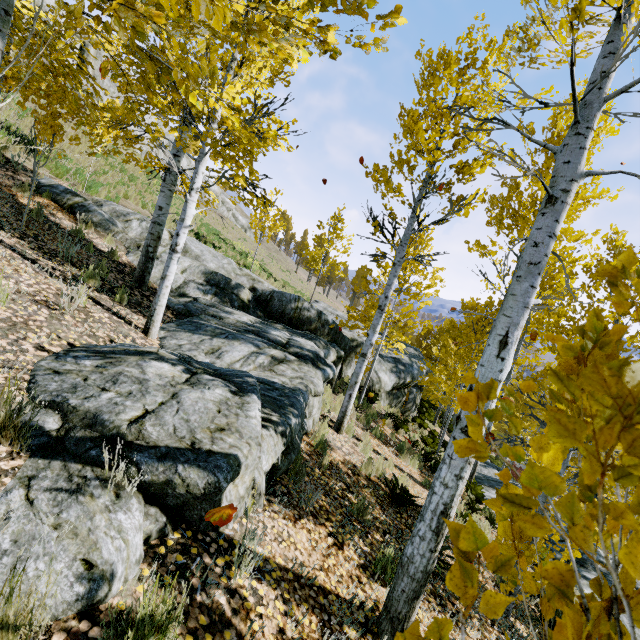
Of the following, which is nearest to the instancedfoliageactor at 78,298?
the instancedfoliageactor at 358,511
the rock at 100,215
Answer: the rock at 100,215

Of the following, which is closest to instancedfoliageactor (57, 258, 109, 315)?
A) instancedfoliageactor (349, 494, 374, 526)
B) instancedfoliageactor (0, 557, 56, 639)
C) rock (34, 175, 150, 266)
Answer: rock (34, 175, 150, 266)

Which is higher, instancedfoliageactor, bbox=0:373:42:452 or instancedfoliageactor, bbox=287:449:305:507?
instancedfoliageactor, bbox=0:373:42:452

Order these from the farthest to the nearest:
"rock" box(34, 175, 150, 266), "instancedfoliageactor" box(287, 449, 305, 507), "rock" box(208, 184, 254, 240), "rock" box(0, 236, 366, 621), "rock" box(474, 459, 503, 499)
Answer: "rock" box(208, 184, 254, 240) < "rock" box(474, 459, 503, 499) < "rock" box(34, 175, 150, 266) < "instancedfoliageactor" box(287, 449, 305, 507) < "rock" box(0, 236, 366, 621)

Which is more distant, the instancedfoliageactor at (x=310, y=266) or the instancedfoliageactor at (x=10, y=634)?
the instancedfoliageactor at (x=310, y=266)

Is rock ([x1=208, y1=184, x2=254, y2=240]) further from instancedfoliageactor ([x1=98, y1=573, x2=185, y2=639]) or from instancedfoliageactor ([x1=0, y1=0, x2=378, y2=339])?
instancedfoliageactor ([x1=98, y1=573, x2=185, y2=639])

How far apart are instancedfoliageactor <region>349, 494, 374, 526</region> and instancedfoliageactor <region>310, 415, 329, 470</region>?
→ 1.18m

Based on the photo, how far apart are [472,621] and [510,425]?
5.3 meters
